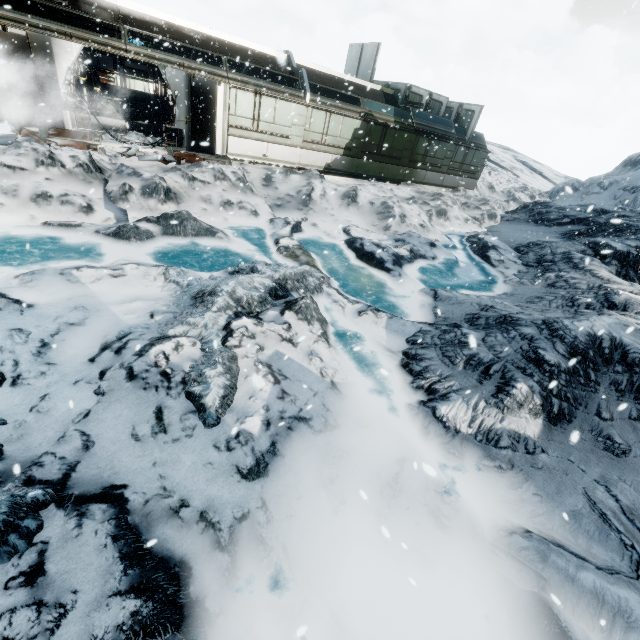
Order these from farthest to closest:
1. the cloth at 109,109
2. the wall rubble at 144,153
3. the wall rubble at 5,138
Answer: the cloth at 109,109
the wall rubble at 144,153
the wall rubble at 5,138

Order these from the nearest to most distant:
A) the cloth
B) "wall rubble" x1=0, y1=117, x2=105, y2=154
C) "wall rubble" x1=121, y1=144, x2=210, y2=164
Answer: "wall rubble" x1=0, y1=117, x2=105, y2=154 → "wall rubble" x1=121, y1=144, x2=210, y2=164 → the cloth

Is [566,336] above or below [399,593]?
above

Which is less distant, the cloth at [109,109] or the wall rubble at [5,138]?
the wall rubble at [5,138]

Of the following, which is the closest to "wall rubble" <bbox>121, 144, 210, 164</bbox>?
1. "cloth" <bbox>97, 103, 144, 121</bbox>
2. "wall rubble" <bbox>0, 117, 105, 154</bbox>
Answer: "wall rubble" <bbox>0, 117, 105, 154</bbox>

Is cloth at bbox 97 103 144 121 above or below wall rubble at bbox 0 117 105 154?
above

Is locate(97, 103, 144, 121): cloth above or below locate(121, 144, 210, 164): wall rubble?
above

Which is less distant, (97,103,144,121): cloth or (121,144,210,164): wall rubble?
(121,144,210,164): wall rubble
